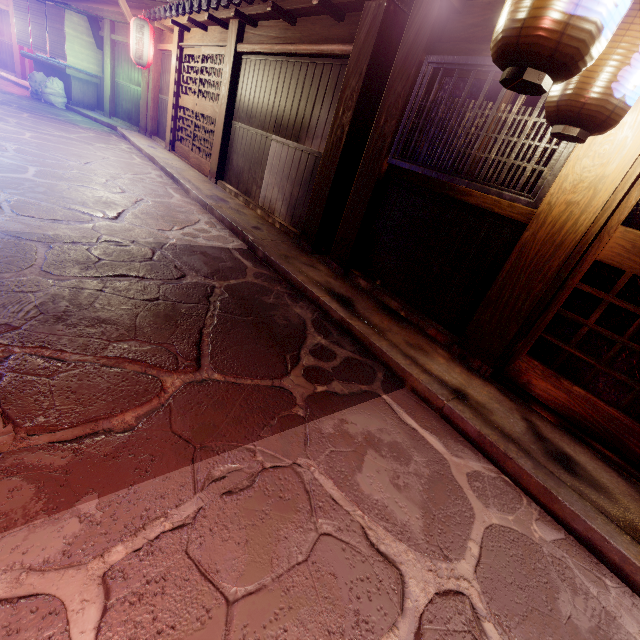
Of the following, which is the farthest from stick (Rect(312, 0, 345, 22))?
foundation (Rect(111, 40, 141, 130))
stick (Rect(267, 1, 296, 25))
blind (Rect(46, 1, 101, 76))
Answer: blind (Rect(46, 1, 101, 76))

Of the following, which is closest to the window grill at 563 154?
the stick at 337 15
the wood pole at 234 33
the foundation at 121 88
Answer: the stick at 337 15

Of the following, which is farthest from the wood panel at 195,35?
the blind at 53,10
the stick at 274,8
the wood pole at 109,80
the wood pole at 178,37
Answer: the blind at 53,10

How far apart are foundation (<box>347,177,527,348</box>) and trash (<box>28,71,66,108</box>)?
28.2 meters

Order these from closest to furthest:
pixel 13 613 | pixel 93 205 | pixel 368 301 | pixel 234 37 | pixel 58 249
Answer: pixel 13 613
pixel 58 249
pixel 368 301
pixel 93 205
pixel 234 37

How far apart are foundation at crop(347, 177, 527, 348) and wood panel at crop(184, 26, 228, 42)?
10.5 meters

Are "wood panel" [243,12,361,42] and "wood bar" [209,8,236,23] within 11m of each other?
yes

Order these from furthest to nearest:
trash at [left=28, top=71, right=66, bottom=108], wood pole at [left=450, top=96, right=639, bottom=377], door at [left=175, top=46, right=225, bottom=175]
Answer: trash at [left=28, top=71, right=66, bottom=108], door at [left=175, top=46, right=225, bottom=175], wood pole at [left=450, top=96, right=639, bottom=377]
